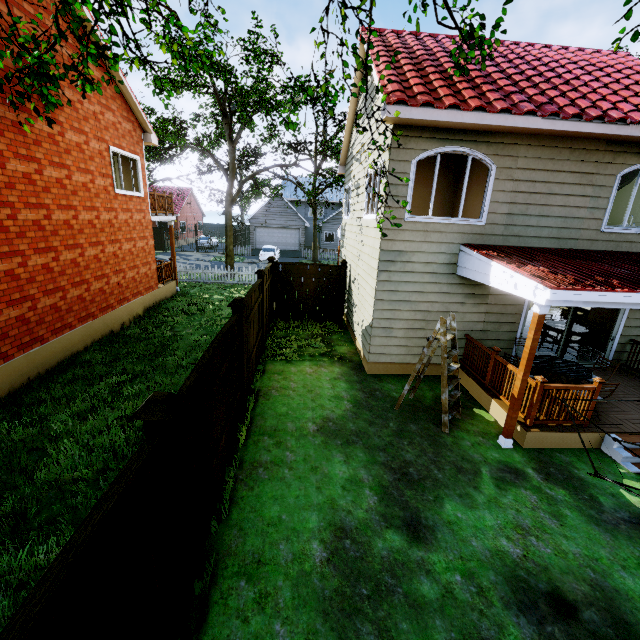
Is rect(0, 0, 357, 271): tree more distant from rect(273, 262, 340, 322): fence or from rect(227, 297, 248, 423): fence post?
rect(227, 297, 248, 423): fence post

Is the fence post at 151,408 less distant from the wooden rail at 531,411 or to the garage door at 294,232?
the wooden rail at 531,411

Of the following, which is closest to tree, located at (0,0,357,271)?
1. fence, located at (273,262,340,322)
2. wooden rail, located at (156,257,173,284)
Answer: fence, located at (273,262,340,322)

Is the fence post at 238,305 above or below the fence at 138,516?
above

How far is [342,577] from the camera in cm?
377

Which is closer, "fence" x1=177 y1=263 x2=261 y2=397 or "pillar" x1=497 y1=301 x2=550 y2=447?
"pillar" x1=497 y1=301 x2=550 y2=447

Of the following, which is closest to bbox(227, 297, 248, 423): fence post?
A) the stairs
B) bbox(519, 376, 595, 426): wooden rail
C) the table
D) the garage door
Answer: bbox(519, 376, 595, 426): wooden rail

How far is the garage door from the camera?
35.1 meters
